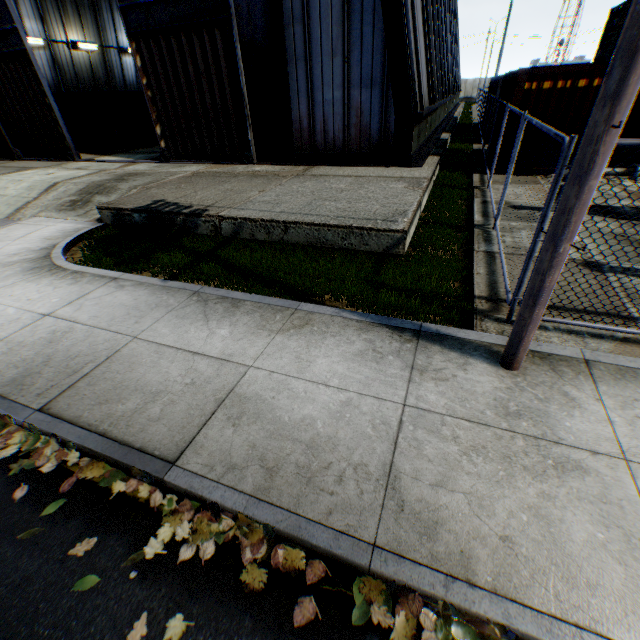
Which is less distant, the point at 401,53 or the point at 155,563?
the point at 155,563

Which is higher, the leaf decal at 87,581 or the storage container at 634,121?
the storage container at 634,121

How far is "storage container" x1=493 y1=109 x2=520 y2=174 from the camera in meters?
10.4

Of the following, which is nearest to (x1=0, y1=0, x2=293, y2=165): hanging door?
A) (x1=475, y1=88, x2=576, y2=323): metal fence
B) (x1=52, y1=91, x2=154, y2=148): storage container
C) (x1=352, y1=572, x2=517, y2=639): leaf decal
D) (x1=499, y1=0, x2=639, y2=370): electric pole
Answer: (x1=52, y1=91, x2=154, y2=148): storage container

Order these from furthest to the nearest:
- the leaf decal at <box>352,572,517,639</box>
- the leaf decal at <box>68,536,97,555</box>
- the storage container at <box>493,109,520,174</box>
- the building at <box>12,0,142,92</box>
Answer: the building at <box>12,0,142,92</box>
the storage container at <box>493,109,520,174</box>
the leaf decal at <box>68,536,97,555</box>
the leaf decal at <box>352,572,517,639</box>

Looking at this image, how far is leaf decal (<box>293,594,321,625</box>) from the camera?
2.1 meters

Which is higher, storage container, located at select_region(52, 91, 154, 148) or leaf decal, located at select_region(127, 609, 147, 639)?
storage container, located at select_region(52, 91, 154, 148)

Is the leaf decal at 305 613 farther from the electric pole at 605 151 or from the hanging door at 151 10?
the hanging door at 151 10
